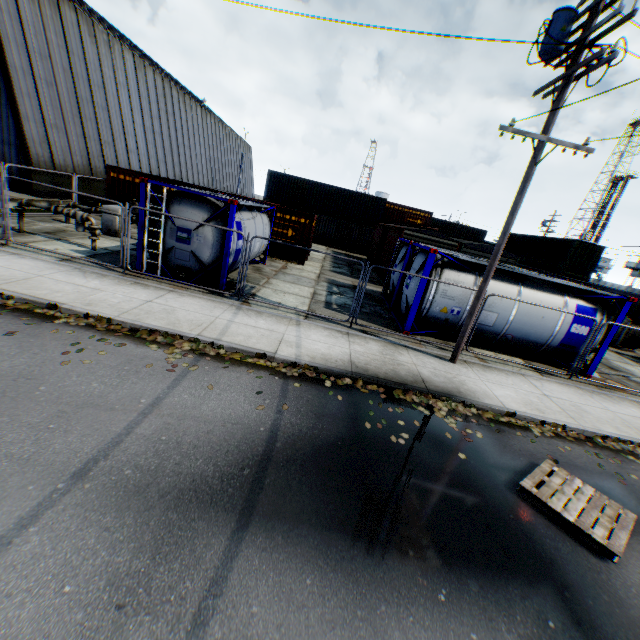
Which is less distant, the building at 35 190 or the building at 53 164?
the building at 53 164

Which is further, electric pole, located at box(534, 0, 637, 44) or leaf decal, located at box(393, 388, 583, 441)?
leaf decal, located at box(393, 388, 583, 441)

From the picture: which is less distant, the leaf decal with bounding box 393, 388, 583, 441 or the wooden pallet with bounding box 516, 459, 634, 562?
the wooden pallet with bounding box 516, 459, 634, 562

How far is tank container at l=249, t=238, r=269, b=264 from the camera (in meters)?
13.77

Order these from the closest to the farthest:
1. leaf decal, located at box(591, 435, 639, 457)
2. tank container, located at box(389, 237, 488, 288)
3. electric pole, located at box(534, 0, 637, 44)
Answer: electric pole, located at box(534, 0, 637, 44)
leaf decal, located at box(591, 435, 639, 457)
tank container, located at box(389, 237, 488, 288)

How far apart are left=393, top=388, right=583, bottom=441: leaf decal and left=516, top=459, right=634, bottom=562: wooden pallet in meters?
1.1

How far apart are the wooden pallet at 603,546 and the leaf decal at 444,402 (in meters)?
1.14

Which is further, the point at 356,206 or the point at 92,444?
the point at 356,206
